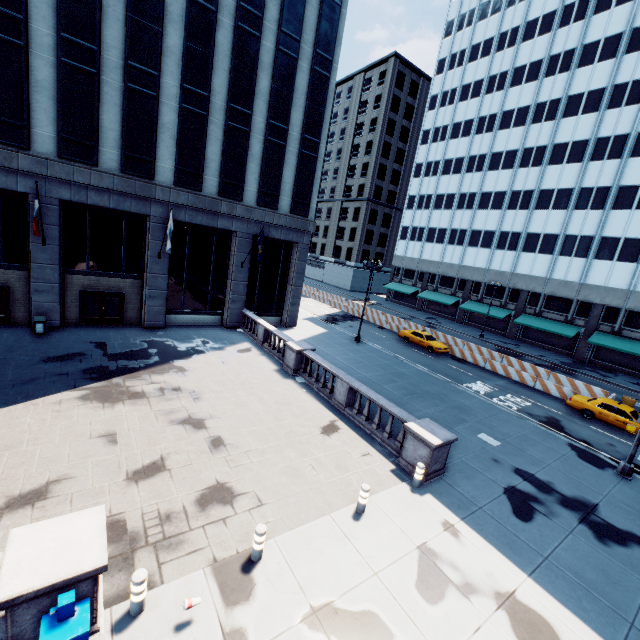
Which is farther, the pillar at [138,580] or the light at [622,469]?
the light at [622,469]

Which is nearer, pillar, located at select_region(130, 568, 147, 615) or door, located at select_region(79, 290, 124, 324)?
pillar, located at select_region(130, 568, 147, 615)

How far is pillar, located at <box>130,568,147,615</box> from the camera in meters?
6.1

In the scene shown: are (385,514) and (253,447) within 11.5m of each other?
yes

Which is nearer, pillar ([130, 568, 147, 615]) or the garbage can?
pillar ([130, 568, 147, 615])

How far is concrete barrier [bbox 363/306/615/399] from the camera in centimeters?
2480cm

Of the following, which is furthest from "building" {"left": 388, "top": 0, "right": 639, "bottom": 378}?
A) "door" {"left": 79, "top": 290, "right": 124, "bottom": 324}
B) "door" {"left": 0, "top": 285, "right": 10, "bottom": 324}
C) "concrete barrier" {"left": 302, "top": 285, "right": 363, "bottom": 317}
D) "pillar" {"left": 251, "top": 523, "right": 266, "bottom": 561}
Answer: "door" {"left": 0, "top": 285, "right": 10, "bottom": 324}

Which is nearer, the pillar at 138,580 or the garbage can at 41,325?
the pillar at 138,580
